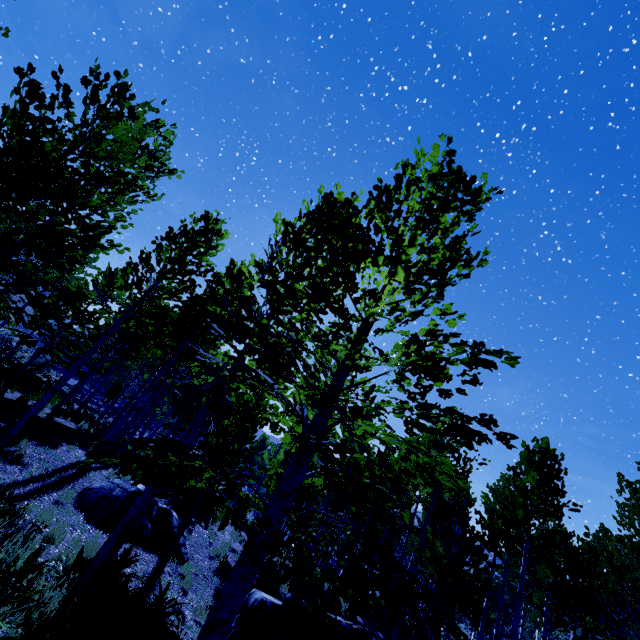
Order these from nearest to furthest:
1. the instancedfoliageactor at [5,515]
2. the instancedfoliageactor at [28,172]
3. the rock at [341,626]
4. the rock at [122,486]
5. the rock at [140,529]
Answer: the instancedfoliageactor at [28,172]
the rock at [341,626]
the instancedfoliageactor at [5,515]
the rock at [122,486]
the rock at [140,529]

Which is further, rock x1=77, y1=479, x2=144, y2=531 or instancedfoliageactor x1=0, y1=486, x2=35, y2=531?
rock x1=77, y1=479, x2=144, y2=531

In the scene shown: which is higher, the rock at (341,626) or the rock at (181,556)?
the rock at (341,626)

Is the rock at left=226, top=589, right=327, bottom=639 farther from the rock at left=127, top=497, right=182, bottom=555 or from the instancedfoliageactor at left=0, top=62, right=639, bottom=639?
the rock at left=127, top=497, right=182, bottom=555

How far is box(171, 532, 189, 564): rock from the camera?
9.5m

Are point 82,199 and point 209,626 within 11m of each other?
yes

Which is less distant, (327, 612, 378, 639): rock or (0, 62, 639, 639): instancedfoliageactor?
(0, 62, 639, 639): instancedfoliageactor
